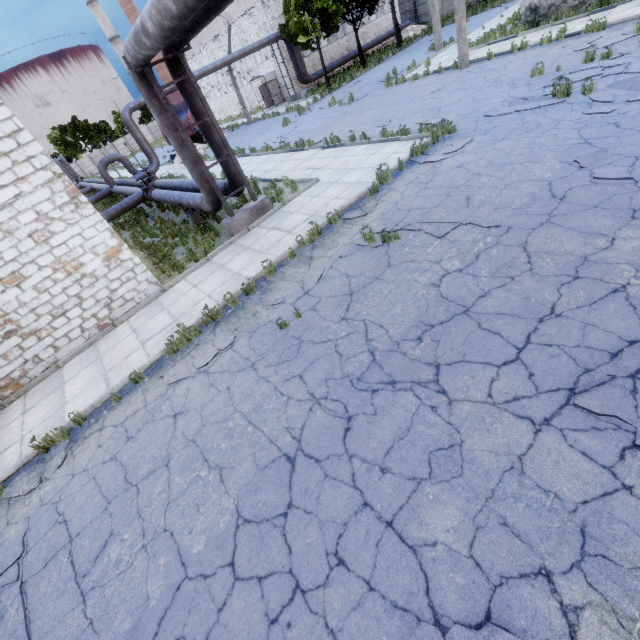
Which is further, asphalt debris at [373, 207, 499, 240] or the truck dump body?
the truck dump body

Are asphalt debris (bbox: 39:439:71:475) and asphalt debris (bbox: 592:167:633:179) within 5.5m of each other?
no

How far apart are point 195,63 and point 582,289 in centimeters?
5446cm

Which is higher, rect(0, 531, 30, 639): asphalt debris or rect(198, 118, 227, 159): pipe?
rect(198, 118, 227, 159): pipe

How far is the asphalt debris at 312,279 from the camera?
7.1 meters

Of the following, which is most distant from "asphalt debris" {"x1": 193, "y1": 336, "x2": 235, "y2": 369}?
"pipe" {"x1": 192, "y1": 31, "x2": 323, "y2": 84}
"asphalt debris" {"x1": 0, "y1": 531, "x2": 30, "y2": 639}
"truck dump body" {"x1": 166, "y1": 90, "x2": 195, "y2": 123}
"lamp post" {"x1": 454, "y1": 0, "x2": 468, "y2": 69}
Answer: "truck dump body" {"x1": 166, "y1": 90, "x2": 195, "y2": 123}

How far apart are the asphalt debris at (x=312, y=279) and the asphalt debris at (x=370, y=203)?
2.1 meters

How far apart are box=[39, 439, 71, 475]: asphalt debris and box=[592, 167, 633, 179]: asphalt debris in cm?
1112
